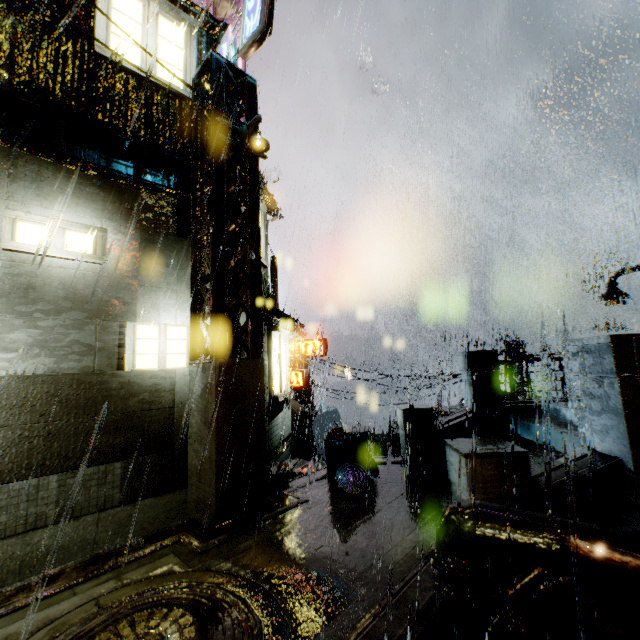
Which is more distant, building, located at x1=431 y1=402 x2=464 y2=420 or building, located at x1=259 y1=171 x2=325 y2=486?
building, located at x1=431 y1=402 x2=464 y2=420

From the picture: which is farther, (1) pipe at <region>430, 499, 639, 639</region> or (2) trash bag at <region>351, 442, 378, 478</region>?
(2) trash bag at <region>351, 442, 378, 478</region>

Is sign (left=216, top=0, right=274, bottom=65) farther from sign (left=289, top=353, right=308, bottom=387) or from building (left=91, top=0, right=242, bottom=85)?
sign (left=289, top=353, right=308, bottom=387)

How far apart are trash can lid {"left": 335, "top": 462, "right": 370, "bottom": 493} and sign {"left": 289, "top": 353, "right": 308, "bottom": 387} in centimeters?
2115cm

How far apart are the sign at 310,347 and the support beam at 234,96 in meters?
21.2

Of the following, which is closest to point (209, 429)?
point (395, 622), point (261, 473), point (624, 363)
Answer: point (261, 473)

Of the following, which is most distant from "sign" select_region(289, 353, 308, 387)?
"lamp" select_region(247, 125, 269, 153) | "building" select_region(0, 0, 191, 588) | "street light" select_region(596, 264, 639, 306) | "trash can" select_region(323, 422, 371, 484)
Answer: "lamp" select_region(247, 125, 269, 153)

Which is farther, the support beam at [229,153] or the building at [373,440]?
the building at [373,440]
